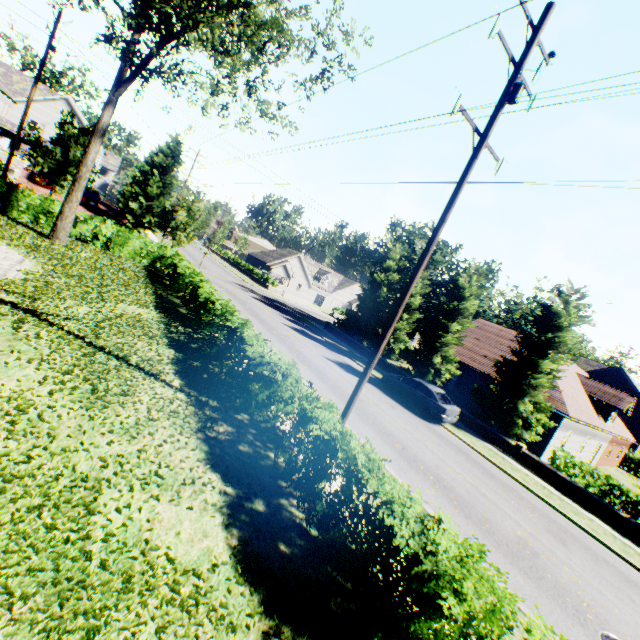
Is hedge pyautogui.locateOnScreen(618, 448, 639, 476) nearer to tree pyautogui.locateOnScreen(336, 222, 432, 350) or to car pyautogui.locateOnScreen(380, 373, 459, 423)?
tree pyautogui.locateOnScreen(336, 222, 432, 350)

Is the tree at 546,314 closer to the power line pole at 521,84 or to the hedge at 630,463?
the hedge at 630,463

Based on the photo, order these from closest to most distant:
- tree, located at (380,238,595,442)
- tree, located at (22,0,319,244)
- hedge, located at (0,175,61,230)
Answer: tree, located at (22,0,319,244) → hedge, located at (0,175,61,230) → tree, located at (380,238,595,442)

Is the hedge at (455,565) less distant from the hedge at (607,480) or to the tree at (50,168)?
the hedge at (607,480)

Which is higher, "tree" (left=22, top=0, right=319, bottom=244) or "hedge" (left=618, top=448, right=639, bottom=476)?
"tree" (left=22, top=0, right=319, bottom=244)

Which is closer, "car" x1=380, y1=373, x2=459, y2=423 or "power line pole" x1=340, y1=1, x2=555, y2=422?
"power line pole" x1=340, y1=1, x2=555, y2=422

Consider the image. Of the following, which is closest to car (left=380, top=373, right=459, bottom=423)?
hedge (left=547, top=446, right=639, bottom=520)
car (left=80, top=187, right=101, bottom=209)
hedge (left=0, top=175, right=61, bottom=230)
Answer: hedge (left=547, top=446, right=639, bottom=520)

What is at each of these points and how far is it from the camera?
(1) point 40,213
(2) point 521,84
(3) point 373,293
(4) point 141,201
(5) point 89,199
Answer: (1) hedge, 19.2 meters
(2) power line pole, 7.1 meters
(3) tree, 31.8 meters
(4) tree, 40.2 meters
(5) car, 35.9 meters
